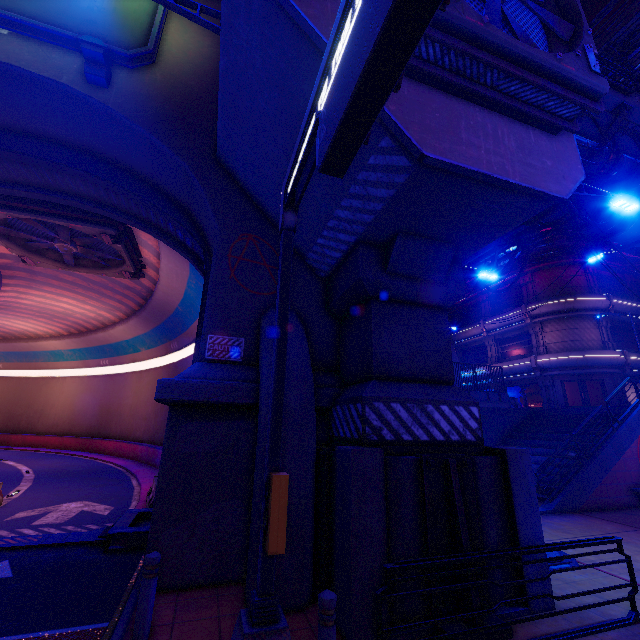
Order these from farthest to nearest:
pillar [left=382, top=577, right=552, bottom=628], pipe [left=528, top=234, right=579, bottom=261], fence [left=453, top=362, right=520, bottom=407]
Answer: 1. pipe [left=528, top=234, right=579, bottom=261]
2. fence [left=453, top=362, right=520, bottom=407]
3. pillar [left=382, top=577, right=552, bottom=628]

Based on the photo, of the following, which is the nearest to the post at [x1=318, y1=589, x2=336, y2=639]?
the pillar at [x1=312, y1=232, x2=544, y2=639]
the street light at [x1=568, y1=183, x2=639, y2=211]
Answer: the pillar at [x1=312, y1=232, x2=544, y2=639]

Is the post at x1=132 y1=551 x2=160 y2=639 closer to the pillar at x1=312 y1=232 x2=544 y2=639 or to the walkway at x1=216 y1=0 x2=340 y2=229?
the pillar at x1=312 y1=232 x2=544 y2=639

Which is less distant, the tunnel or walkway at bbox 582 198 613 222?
the tunnel

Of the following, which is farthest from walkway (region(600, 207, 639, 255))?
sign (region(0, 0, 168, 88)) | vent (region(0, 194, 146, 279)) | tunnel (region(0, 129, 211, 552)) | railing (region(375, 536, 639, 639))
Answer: vent (region(0, 194, 146, 279))

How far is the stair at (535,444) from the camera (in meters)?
17.00

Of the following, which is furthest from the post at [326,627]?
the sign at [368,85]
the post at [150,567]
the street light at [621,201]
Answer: the street light at [621,201]

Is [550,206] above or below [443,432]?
above
